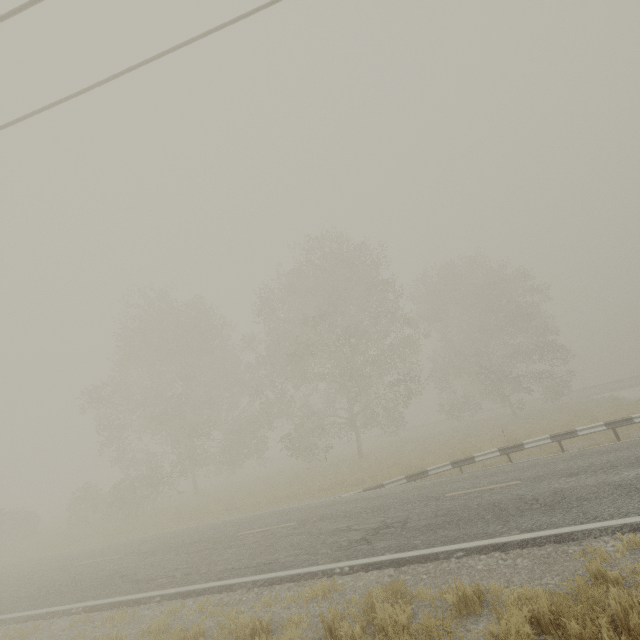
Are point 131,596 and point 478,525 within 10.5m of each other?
yes
